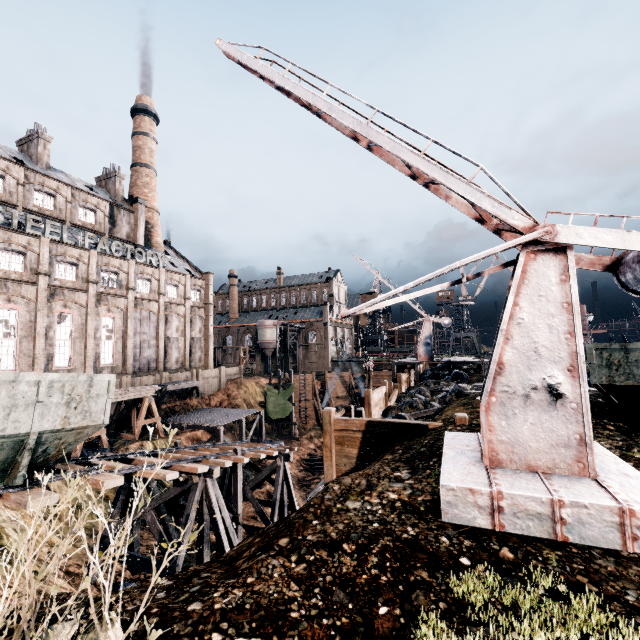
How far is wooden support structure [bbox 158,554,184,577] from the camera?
12.76m

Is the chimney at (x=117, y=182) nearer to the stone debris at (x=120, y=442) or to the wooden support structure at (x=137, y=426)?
the wooden support structure at (x=137, y=426)

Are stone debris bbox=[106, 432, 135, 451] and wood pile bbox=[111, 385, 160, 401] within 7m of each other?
yes

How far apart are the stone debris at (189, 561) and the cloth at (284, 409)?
28.0 meters

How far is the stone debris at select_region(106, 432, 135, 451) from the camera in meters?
26.9 m

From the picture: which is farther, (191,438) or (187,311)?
(187,311)

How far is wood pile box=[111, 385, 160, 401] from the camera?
27.5m

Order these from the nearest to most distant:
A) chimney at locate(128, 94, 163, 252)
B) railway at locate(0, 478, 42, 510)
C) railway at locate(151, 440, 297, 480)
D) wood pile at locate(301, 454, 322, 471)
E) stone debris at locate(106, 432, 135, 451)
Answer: railway at locate(0, 478, 42, 510) → railway at locate(151, 440, 297, 480) → stone debris at locate(106, 432, 135, 451) → wood pile at locate(301, 454, 322, 471) → chimney at locate(128, 94, 163, 252)
